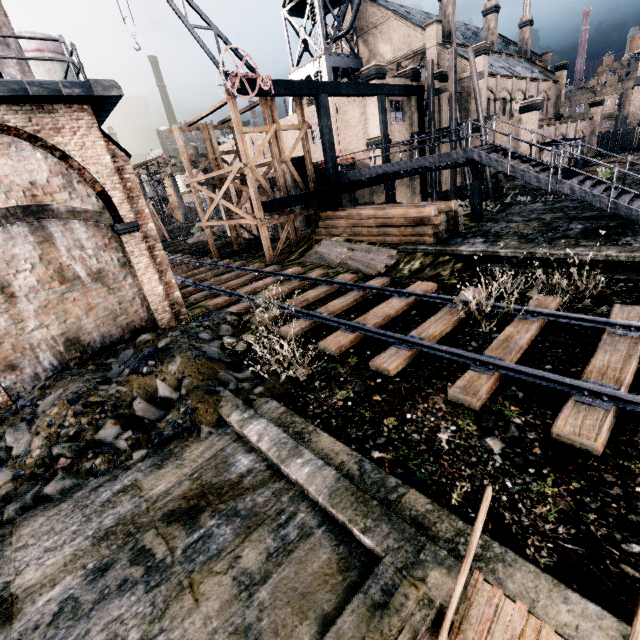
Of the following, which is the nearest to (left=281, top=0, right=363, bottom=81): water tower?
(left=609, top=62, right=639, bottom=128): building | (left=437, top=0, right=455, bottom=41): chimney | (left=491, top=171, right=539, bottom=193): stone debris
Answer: (left=437, top=0, right=455, bottom=41): chimney

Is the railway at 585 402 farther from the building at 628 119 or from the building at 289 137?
the building at 628 119

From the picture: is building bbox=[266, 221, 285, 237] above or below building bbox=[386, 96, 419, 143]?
below

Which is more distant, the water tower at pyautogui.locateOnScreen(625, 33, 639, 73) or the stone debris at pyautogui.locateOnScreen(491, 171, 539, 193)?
the water tower at pyautogui.locateOnScreen(625, 33, 639, 73)

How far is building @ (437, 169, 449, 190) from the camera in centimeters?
3197cm

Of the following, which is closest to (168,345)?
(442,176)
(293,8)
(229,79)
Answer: (229,79)

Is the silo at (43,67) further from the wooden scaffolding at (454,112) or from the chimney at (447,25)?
the chimney at (447,25)

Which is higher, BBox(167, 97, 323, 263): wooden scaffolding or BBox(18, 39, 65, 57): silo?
BBox(18, 39, 65, 57): silo
